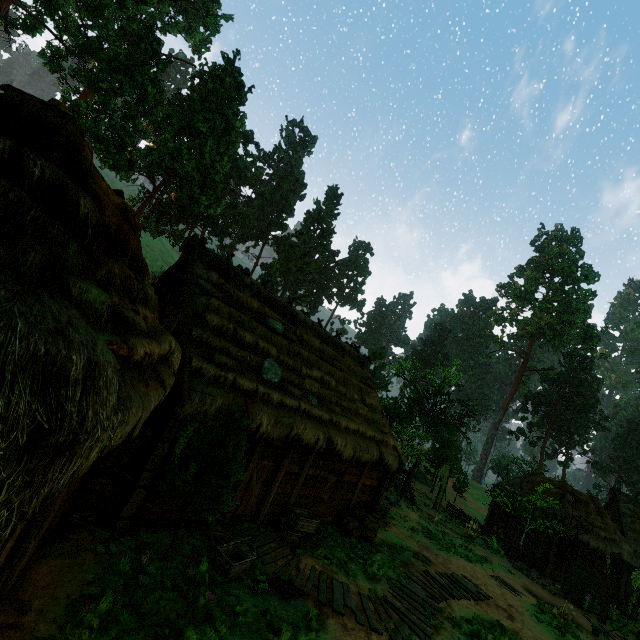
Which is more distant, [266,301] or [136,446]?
Answer: [266,301]

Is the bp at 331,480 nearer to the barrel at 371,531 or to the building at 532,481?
the building at 532,481

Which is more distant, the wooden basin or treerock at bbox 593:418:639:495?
treerock at bbox 593:418:639:495

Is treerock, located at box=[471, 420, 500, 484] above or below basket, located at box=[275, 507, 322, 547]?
above

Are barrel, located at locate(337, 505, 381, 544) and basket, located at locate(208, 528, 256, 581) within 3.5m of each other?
no

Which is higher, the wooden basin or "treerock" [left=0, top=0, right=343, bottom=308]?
"treerock" [left=0, top=0, right=343, bottom=308]

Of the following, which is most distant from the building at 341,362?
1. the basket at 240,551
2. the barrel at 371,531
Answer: the basket at 240,551

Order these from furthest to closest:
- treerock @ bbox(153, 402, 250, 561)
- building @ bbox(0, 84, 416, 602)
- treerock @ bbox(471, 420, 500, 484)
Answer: treerock @ bbox(471, 420, 500, 484) → treerock @ bbox(153, 402, 250, 561) → building @ bbox(0, 84, 416, 602)
